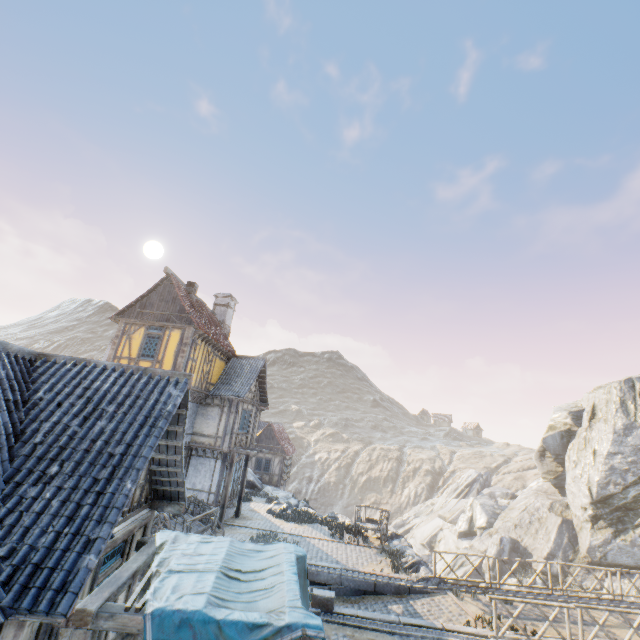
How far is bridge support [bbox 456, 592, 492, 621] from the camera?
11.9 meters

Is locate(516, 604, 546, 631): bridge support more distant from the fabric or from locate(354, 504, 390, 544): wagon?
the fabric

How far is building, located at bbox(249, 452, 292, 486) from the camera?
32.62m

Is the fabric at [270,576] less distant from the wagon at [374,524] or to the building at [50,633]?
the building at [50,633]

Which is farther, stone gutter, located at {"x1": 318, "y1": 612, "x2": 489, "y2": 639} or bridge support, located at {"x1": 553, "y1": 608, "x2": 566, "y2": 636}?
bridge support, located at {"x1": 553, "y1": 608, "x2": 566, "y2": 636}

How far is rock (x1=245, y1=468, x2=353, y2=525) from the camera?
22.00m

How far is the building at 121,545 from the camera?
5.2m

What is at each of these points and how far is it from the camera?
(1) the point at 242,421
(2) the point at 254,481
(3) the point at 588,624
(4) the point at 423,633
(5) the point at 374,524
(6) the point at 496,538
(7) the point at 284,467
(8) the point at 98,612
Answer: (1) building, 20.53m
(2) rock, 28.34m
(3) bridge support, 12.09m
(4) stone gutter, 10.27m
(5) wagon, 19.83m
(6) rock, 31.34m
(7) building, 33.28m
(8) awning, 4.29m
